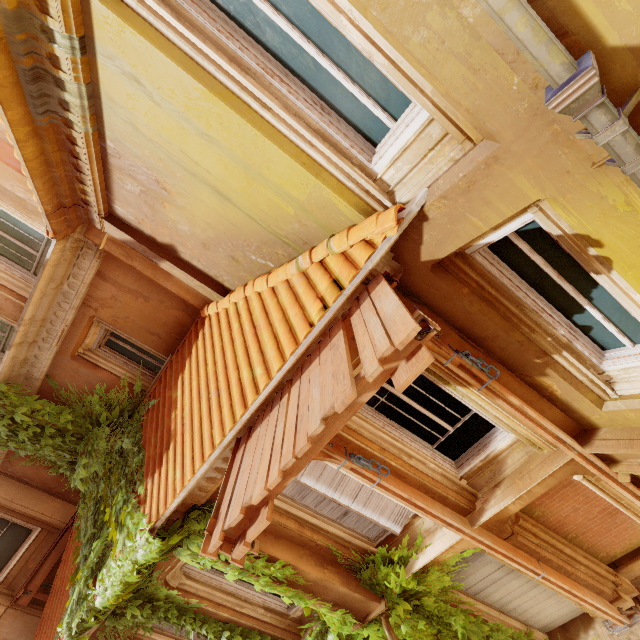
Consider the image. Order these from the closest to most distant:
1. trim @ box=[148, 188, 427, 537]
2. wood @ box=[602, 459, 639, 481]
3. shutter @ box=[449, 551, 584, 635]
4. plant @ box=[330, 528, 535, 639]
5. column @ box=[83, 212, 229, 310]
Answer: trim @ box=[148, 188, 427, 537] → wood @ box=[602, 459, 639, 481] → column @ box=[83, 212, 229, 310] → plant @ box=[330, 528, 535, 639] → shutter @ box=[449, 551, 584, 635]

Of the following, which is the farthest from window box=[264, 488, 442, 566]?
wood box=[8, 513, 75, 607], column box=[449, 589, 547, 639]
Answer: wood box=[8, 513, 75, 607]

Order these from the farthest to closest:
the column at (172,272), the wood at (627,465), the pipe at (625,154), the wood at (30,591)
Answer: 1. the wood at (30,591)
2. the column at (172,272)
3. the wood at (627,465)
4. the pipe at (625,154)

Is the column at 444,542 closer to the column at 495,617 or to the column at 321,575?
the column at 321,575

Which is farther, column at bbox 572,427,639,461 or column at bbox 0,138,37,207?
column at bbox 0,138,37,207

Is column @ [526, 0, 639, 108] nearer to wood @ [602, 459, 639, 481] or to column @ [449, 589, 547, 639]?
wood @ [602, 459, 639, 481]

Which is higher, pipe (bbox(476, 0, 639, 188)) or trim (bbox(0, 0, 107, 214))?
trim (bbox(0, 0, 107, 214))

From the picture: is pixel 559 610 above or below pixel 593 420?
below
